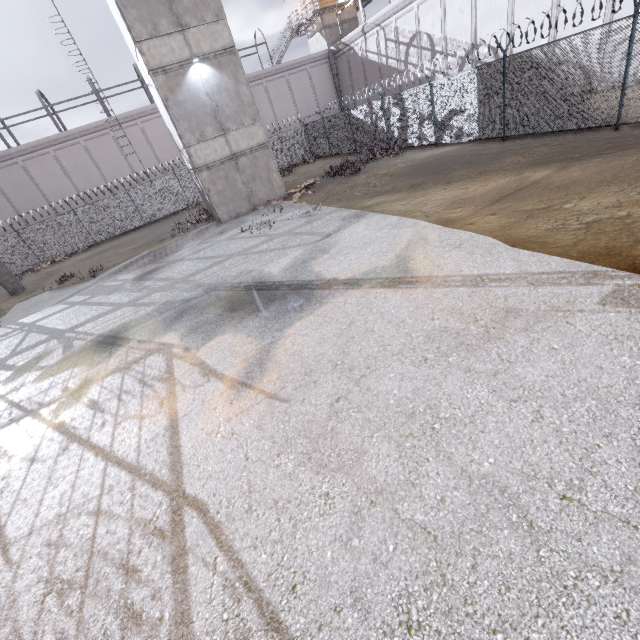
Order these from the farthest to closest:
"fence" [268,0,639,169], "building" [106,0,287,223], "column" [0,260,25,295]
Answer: "column" [0,260,25,295]
"building" [106,0,287,223]
"fence" [268,0,639,169]

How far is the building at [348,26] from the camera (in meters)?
31.92

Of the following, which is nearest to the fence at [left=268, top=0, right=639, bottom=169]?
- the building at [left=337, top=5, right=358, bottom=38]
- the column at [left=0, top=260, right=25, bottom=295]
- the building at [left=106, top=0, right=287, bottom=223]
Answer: the column at [left=0, top=260, right=25, bottom=295]

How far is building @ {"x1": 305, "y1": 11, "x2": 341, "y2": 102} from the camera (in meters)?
31.61

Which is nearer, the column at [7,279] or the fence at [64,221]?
the column at [7,279]

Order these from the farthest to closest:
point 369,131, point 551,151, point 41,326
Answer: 1. point 369,131
2. point 41,326
3. point 551,151

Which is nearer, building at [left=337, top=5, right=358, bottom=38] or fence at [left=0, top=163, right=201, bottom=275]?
fence at [left=0, top=163, right=201, bottom=275]
